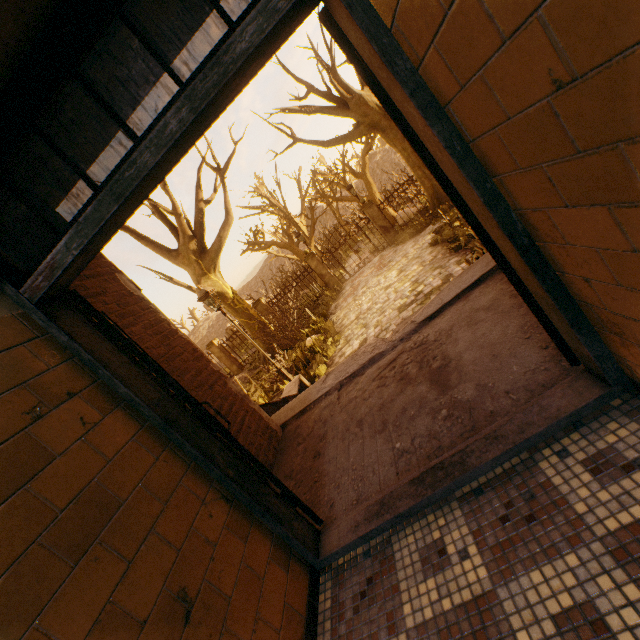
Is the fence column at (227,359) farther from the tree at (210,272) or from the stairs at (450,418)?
the tree at (210,272)

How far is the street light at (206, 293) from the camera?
8.9m

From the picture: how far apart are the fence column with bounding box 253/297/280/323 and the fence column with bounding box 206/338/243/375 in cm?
332

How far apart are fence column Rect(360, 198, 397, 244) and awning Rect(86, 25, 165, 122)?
14.0 meters

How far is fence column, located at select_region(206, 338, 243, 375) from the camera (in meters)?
19.26

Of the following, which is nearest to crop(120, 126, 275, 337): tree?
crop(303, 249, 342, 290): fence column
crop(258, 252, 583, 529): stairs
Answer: crop(258, 252, 583, 529): stairs

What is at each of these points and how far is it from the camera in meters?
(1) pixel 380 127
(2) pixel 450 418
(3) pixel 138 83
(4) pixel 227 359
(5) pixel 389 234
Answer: (1) tree, 14.1 m
(2) stairs, 2.0 m
(3) awning, 3.0 m
(4) fence column, 19.5 m
(5) fence column, 16.8 m

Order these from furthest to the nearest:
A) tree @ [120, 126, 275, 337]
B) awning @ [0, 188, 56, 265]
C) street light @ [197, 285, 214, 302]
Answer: tree @ [120, 126, 275, 337]
street light @ [197, 285, 214, 302]
awning @ [0, 188, 56, 265]
